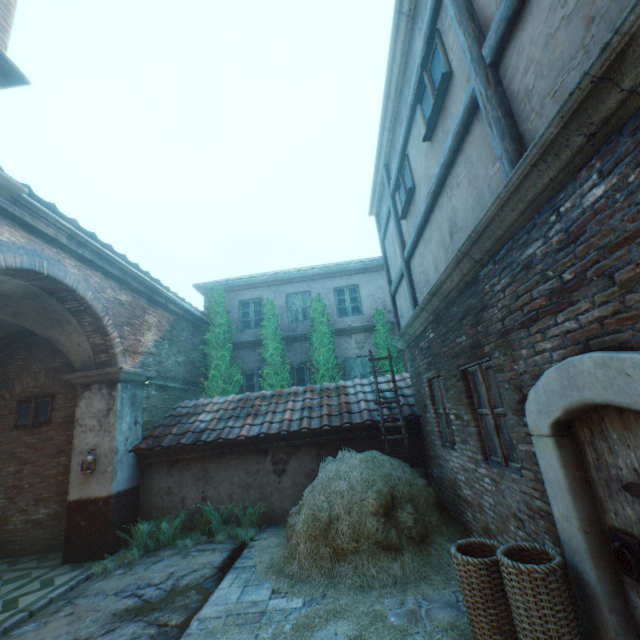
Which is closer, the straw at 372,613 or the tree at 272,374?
the straw at 372,613

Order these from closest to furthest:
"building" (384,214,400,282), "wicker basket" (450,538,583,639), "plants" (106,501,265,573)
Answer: "wicker basket" (450,538,583,639) → "plants" (106,501,265,573) → "building" (384,214,400,282)

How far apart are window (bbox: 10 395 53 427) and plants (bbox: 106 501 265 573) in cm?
368

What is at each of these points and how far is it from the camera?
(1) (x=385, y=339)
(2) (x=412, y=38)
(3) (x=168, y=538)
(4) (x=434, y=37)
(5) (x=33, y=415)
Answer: (1) tree, 11.7 meters
(2) building, 4.8 meters
(3) plants, 7.0 meters
(4) window, 4.0 meters
(5) window, 8.5 meters

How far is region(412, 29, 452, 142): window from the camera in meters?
3.8

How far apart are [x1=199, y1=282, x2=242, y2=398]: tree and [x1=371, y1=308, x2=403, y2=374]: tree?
4.83m

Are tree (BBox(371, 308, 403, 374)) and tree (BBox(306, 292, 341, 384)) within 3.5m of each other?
yes

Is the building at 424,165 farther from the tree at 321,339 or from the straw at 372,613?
the tree at 321,339
